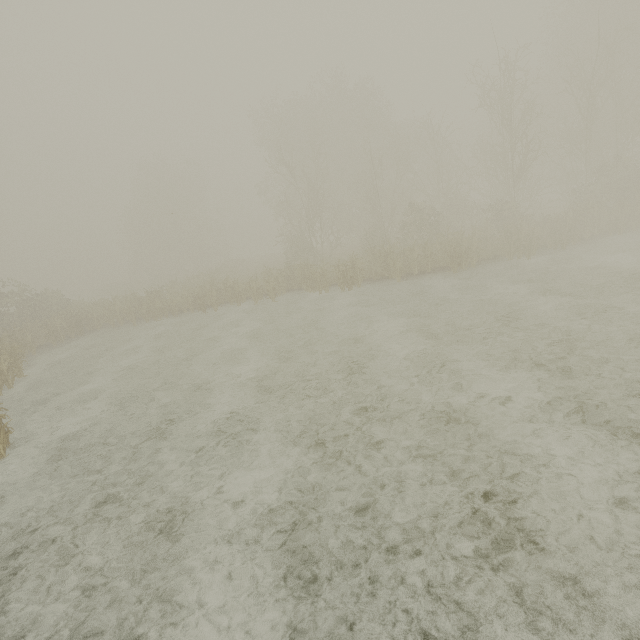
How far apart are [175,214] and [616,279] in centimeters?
4820cm
